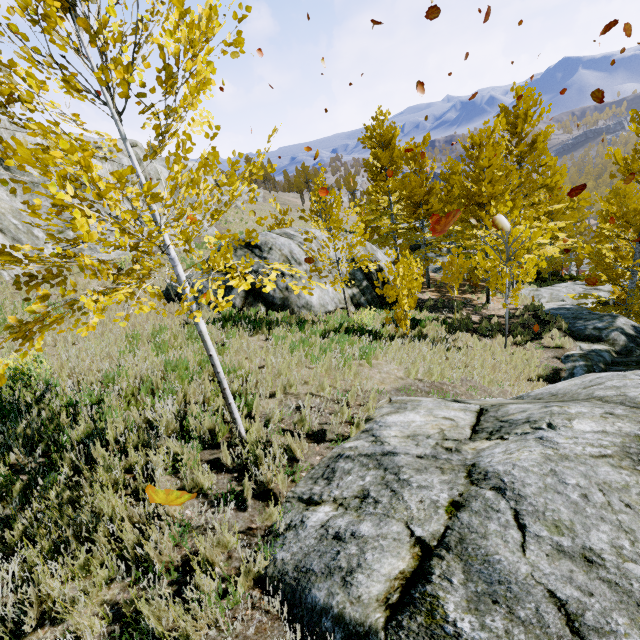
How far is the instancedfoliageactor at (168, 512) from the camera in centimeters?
279cm

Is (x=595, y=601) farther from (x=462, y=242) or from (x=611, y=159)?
(x=462, y=242)

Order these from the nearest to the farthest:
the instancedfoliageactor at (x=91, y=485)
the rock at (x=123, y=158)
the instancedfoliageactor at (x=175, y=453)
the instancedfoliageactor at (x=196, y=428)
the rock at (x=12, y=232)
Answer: the instancedfoliageactor at (x=91, y=485) → the instancedfoliageactor at (x=175, y=453) → the instancedfoliageactor at (x=196, y=428) → the rock at (x=12, y=232) → the rock at (x=123, y=158)

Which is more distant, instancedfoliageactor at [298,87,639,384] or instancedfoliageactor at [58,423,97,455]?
instancedfoliageactor at [298,87,639,384]

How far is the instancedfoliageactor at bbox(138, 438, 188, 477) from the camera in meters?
3.7 m

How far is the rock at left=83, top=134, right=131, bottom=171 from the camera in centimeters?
1772cm

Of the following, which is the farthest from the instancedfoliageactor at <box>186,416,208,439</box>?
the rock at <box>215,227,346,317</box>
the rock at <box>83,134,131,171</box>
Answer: the rock at <box>215,227,346,317</box>
